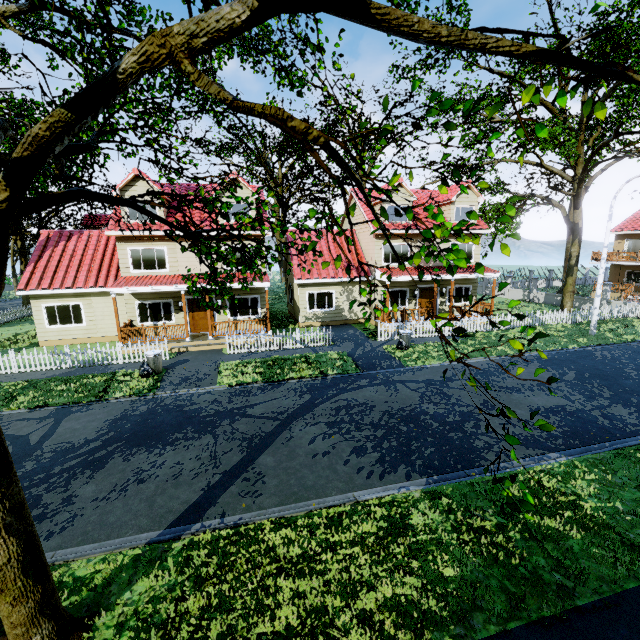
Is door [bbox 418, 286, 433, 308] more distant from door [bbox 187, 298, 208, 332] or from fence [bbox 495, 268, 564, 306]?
door [bbox 187, 298, 208, 332]

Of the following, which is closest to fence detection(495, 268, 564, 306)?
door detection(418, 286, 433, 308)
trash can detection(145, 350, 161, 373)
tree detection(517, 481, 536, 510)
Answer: tree detection(517, 481, 536, 510)

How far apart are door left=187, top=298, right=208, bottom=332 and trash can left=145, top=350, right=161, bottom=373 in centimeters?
493cm

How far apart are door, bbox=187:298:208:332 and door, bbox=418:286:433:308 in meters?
13.5

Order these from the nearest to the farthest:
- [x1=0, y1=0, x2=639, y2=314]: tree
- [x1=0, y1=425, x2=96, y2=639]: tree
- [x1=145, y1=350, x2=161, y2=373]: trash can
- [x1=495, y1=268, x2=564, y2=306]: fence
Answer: [x1=0, y1=0, x2=639, y2=314]: tree
[x1=0, y1=425, x2=96, y2=639]: tree
[x1=145, y1=350, x2=161, y2=373]: trash can
[x1=495, y1=268, x2=564, y2=306]: fence

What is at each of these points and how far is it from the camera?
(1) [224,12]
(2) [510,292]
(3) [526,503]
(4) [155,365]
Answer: (1) tree, 1.90m
(2) fence, 33.75m
(3) tree, 2.56m
(4) trash can, 13.92m

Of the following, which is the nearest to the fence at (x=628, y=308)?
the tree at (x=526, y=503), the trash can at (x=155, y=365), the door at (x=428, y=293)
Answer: the tree at (x=526, y=503)

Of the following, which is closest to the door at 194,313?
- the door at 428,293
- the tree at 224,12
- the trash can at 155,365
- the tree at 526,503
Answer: the trash can at 155,365
